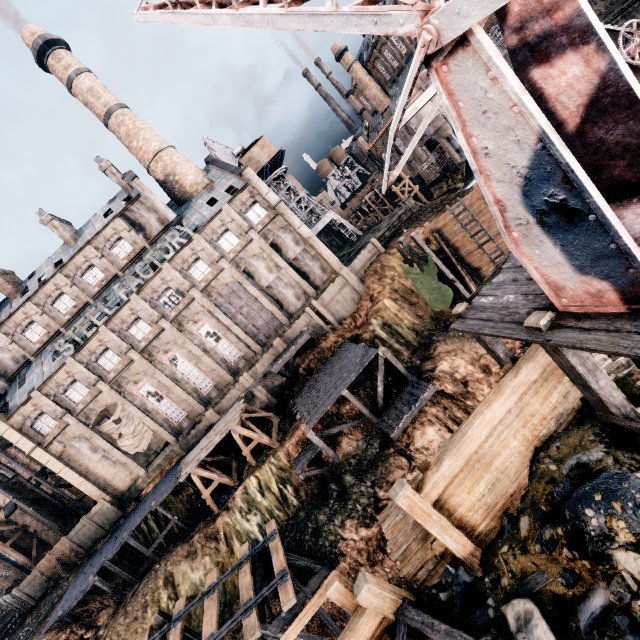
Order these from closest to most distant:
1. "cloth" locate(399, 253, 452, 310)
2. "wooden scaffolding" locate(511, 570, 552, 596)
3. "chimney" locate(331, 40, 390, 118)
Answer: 1. "wooden scaffolding" locate(511, 570, 552, 596)
2. "cloth" locate(399, 253, 452, 310)
3. "chimney" locate(331, 40, 390, 118)

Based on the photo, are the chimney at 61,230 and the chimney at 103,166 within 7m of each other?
no

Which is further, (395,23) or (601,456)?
(601,456)

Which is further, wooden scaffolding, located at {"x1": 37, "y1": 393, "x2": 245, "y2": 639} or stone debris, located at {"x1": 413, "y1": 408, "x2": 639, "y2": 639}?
wooden scaffolding, located at {"x1": 37, "y1": 393, "x2": 245, "y2": 639}

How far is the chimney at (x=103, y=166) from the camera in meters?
38.6

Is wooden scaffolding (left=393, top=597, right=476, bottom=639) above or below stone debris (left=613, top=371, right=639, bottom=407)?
above

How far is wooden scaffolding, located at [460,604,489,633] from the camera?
5.2 meters

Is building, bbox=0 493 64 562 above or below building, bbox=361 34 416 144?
below
